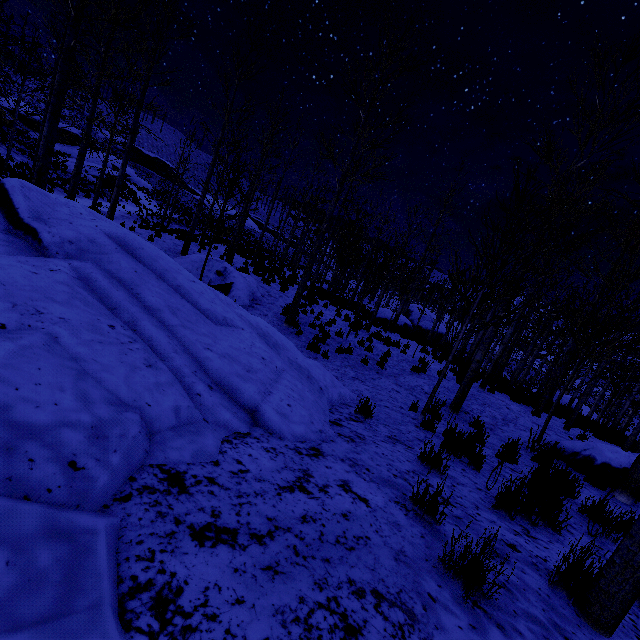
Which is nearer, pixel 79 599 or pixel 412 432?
pixel 79 599

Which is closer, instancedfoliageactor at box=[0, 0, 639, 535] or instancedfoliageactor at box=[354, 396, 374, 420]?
instancedfoliageactor at box=[354, 396, 374, 420]

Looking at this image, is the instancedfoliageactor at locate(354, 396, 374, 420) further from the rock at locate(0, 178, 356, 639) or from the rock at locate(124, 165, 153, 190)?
the rock at locate(124, 165, 153, 190)

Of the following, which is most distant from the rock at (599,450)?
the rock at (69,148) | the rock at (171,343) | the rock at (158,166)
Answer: the rock at (158,166)

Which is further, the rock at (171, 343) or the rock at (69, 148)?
the rock at (69, 148)

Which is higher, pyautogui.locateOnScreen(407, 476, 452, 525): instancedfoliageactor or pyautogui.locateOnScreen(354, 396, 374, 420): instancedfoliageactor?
pyautogui.locateOnScreen(407, 476, 452, 525): instancedfoliageactor

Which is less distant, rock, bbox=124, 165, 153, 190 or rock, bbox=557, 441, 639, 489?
rock, bbox=557, 441, 639, 489

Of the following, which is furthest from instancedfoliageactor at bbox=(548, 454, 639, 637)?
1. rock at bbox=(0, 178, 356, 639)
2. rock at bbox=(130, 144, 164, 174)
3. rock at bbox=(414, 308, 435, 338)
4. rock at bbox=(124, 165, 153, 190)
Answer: rock at bbox=(130, 144, 164, 174)
